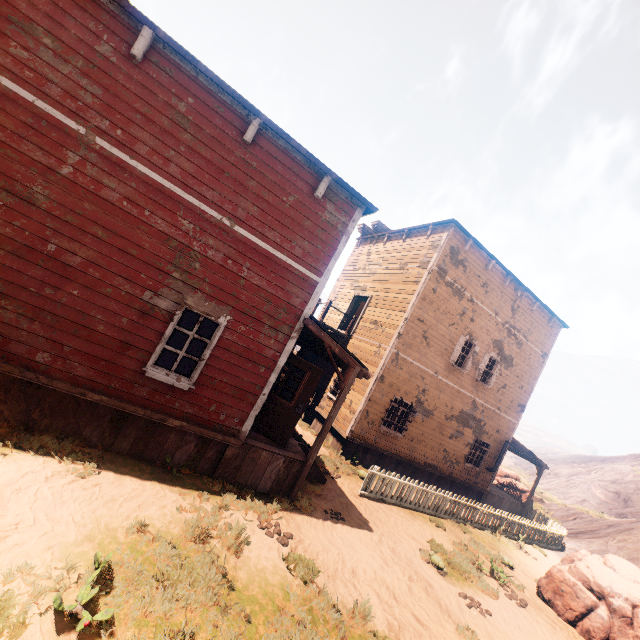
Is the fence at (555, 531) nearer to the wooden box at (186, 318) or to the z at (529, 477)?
the z at (529, 477)

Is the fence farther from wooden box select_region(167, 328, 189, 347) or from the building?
wooden box select_region(167, 328, 189, 347)

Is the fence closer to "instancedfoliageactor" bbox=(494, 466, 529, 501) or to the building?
"instancedfoliageactor" bbox=(494, 466, 529, 501)

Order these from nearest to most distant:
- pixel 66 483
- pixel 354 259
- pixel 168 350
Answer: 1. pixel 66 483
2. pixel 168 350
3. pixel 354 259

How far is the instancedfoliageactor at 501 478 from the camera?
22.1m

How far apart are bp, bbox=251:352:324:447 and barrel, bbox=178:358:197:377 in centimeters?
119cm

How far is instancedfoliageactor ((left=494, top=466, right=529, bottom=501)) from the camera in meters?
22.1

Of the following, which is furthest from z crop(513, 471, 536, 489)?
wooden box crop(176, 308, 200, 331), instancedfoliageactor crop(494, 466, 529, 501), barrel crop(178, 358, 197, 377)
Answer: barrel crop(178, 358, 197, 377)
